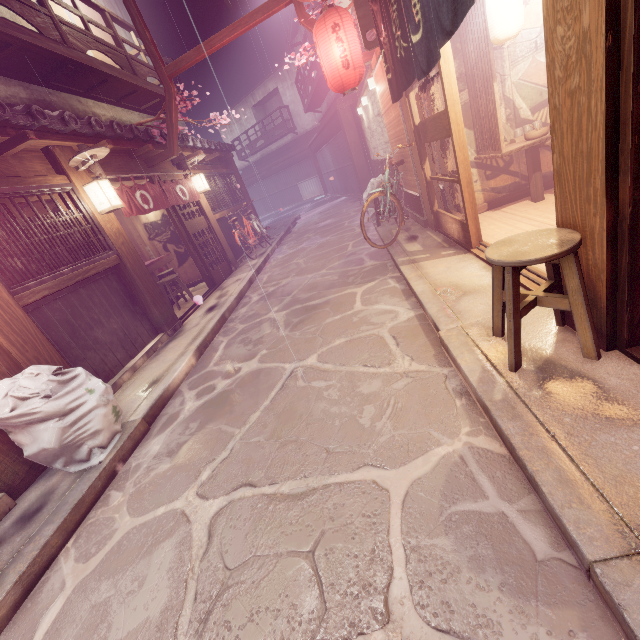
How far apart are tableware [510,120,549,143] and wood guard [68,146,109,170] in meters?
10.9

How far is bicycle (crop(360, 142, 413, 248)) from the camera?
9.6 meters

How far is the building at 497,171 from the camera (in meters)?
7.89

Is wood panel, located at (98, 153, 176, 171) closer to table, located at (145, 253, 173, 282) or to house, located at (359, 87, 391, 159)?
table, located at (145, 253, 173, 282)

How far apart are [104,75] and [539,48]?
14.3m

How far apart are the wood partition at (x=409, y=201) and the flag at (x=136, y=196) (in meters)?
8.87

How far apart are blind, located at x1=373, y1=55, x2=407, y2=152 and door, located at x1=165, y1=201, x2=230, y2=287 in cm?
902

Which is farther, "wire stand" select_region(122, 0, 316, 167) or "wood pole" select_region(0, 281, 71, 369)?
"wire stand" select_region(122, 0, 316, 167)
